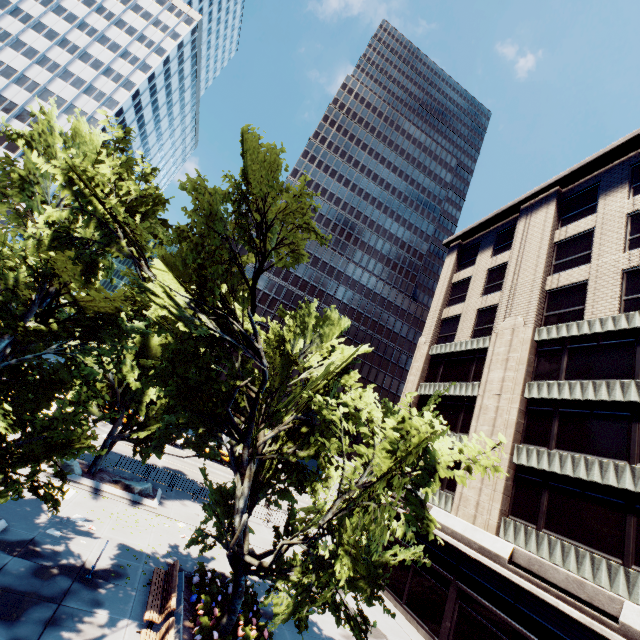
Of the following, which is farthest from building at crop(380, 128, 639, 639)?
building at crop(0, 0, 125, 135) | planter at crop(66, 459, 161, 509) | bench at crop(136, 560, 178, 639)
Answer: building at crop(0, 0, 125, 135)

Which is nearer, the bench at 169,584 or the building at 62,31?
the bench at 169,584

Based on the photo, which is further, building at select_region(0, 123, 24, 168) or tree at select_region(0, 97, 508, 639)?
building at select_region(0, 123, 24, 168)

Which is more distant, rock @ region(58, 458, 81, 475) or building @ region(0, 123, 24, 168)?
building @ region(0, 123, 24, 168)

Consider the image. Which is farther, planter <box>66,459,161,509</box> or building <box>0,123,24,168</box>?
building <box>0,123,24,168</box>

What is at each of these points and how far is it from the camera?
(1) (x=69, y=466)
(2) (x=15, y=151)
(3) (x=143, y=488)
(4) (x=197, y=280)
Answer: (1) rock, 17.7m
(2) building, 52.0m
(3) rock, 19.1m
(4) tree, 11.7m

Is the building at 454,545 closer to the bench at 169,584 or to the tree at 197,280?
the tree at 197,280

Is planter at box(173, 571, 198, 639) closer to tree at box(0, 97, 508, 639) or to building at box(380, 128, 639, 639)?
tree at box(0, 97, 508, 639)
